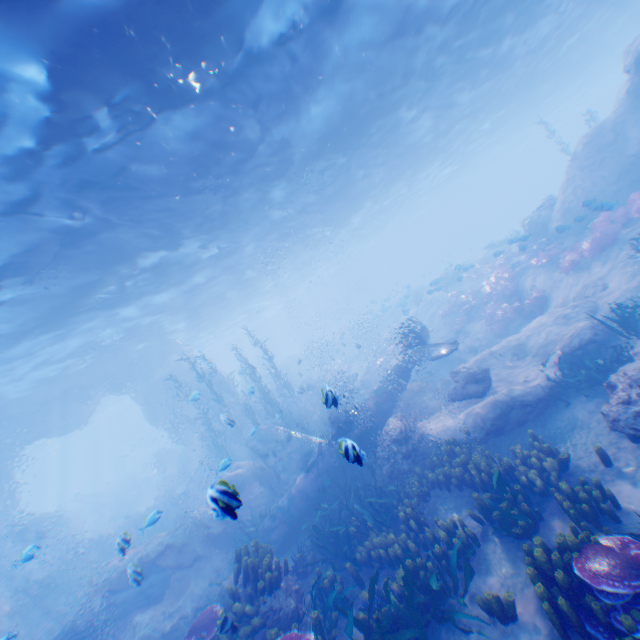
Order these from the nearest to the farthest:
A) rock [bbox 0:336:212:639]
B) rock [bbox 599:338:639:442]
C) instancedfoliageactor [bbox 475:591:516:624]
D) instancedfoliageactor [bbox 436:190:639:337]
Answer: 1. instancedfoliageactor [bbox 475:591:516:624]
2. rock [bbox 599:338:639:442]
3. instancedfoliageactor [bbox 436:190:639:337]
4. rock [bbox 0:336:212:639]

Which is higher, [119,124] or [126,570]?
[119,124]

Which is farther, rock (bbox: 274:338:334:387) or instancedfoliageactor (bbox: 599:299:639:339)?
rock (bbox: 274:338:334:387)

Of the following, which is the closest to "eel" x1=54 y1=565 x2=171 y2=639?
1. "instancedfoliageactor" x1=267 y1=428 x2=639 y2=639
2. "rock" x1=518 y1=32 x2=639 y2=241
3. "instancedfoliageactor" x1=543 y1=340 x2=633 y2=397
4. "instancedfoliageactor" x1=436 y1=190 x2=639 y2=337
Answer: "rock" x1=518 y1=32 x2=639 y2=241

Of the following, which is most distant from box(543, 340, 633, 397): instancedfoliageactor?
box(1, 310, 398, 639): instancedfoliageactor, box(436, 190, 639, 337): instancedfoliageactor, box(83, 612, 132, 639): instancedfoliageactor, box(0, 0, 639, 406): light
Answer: box(83, 612, 132, 639): instancedfoliageactor

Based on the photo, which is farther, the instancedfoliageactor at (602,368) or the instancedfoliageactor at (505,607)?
the instancedfoliageactor at (602,368)

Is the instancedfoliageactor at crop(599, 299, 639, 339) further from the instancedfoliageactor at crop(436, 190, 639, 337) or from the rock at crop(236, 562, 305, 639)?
the instancedfoliageactor at crop(436, 190, 639, 337)

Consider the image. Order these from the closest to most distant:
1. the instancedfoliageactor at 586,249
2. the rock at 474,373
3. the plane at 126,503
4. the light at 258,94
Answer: the light at 258,94, the rock at 474,373, the instancedfoliageactor at 586,249, the plane at 126,503
